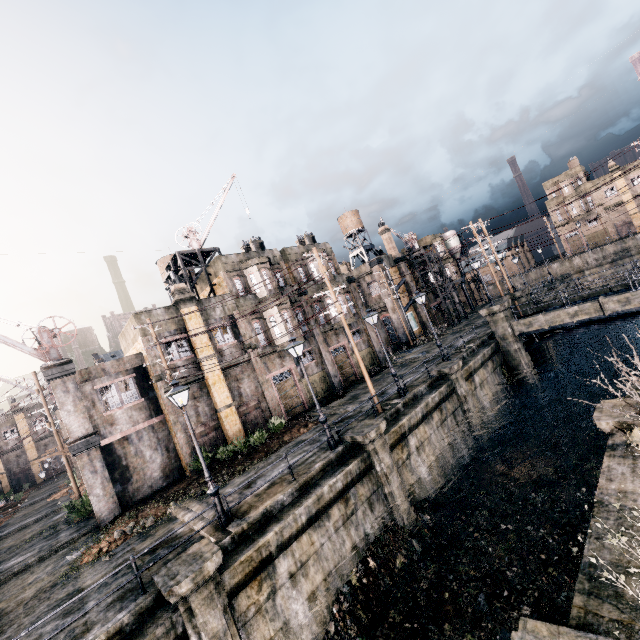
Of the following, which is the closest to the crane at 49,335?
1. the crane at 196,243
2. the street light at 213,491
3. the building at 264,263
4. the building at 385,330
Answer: the building at 264,263

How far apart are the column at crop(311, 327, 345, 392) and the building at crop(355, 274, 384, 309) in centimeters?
1568cm

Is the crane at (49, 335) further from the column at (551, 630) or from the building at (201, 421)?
the column at (551, 630)

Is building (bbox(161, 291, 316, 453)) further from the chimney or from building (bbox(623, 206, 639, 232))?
building (bbox(623, 206, 639, 232))

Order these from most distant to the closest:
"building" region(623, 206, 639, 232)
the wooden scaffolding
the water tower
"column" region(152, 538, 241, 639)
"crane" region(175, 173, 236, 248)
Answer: "building" region(623, 206, 639, 232)
the water tower
"crane" region(175, 173, 236, 248)
the wooden scaffolding
"column" region(152, 538, 241, 639)

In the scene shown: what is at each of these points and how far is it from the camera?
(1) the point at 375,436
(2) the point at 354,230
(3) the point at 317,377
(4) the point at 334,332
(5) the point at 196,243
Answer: (1) column, 14.91m
(2) water tower, 47.16m
(3) building, 27.80m
(4) building, 30.31m
(5) crane, 27.17m

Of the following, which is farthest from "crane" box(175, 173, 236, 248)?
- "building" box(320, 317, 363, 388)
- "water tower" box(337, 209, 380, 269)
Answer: "water tower" box(337, 209, 380, 269)

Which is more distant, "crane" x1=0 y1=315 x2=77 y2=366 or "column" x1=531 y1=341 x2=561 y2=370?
"column" x1=531 y1=341 x2=561 y2=370
